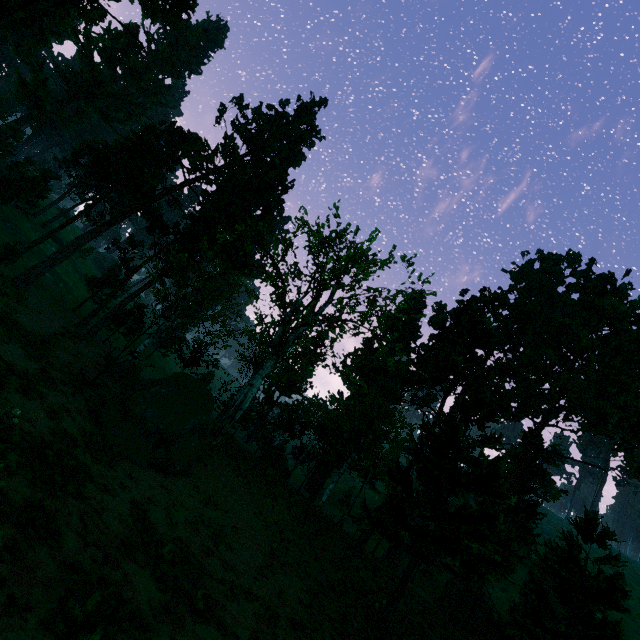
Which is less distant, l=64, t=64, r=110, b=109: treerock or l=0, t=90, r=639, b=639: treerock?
l=0, t=90, r=639, b=639: treerock

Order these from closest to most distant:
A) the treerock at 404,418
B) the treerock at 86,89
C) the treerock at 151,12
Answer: the treerock at 404,418 → the treerock at 151,12 → the treerock at 86,89

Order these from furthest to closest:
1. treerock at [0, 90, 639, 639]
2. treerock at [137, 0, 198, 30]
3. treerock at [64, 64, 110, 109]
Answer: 1. treerock at [64, 64, 110, 109]
2. treerock at [137, 0, 198, 30]
3. treerock at [0, 90, 639, 639]

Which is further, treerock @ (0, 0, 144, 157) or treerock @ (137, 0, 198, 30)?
treerock @ (137, 0, 198, 30)

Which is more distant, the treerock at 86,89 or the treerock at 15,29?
the treerock at 86,89

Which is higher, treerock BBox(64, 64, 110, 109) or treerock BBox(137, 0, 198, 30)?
treerock BBox(64, 64, 110, 109)

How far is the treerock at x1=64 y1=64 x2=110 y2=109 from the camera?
56.4 meters

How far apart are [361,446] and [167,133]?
40.9 meters
